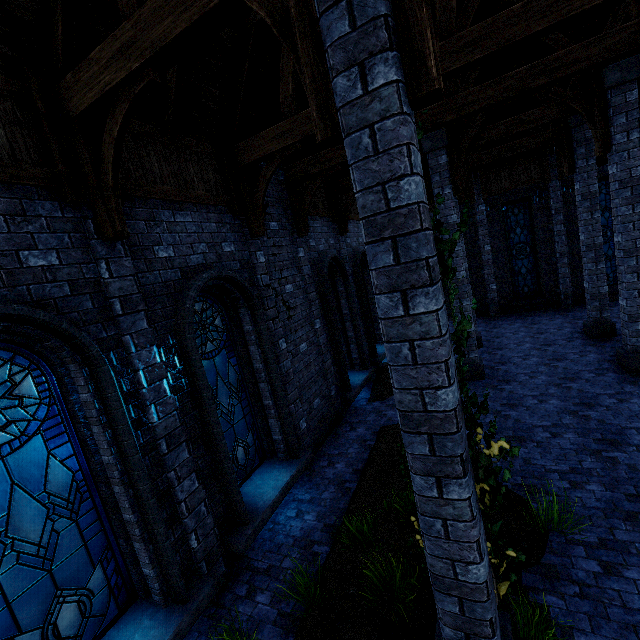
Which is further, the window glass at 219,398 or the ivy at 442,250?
the window glass at 219,398

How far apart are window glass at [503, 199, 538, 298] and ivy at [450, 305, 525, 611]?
15.5m

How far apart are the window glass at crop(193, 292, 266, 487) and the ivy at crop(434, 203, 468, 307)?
3.43m

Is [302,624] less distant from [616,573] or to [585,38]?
[616,573]

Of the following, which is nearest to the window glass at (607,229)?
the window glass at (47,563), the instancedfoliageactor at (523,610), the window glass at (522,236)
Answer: the window glass at (522,236)

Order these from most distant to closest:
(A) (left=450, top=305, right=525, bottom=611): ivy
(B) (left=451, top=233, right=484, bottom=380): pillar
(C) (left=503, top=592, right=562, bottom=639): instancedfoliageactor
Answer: (B) (left=451, top=233, right=484, bottom=380): pillar → (C) (left=503, top=592, right=562, bottom=639): instancedfoliageactor → (A) (left=450, top=305, right=525, bottom=611): ivy

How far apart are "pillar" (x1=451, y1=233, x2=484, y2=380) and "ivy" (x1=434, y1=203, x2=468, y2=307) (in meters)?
7.05

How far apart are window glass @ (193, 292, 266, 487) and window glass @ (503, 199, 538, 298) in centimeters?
1482cm
